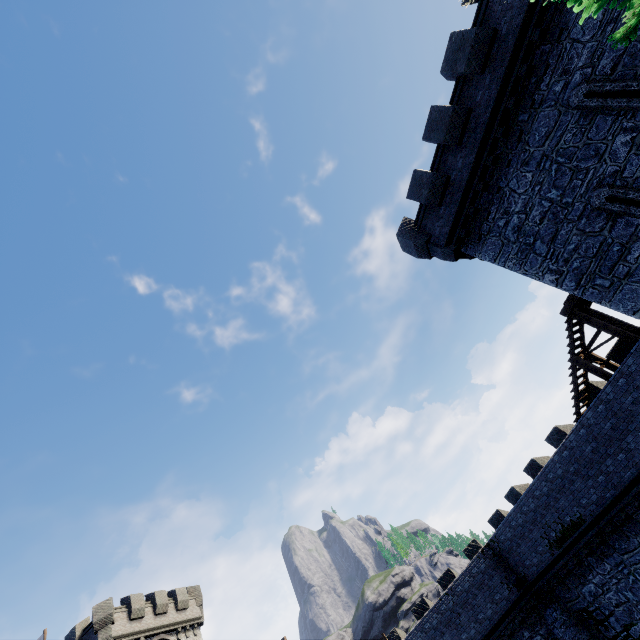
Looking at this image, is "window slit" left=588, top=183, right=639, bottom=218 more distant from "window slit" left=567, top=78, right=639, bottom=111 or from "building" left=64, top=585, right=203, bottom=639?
"building" left=64, top=585, right=203, bottom=639

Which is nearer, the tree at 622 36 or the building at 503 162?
the tree at 622 36

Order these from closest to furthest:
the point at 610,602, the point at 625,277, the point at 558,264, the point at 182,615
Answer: the point at 625,277 → the point at 558,264 → the point at 610,602 → the point at 182,615

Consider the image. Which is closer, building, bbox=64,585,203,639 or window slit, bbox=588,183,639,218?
window slit, bbox=588,183,639,218

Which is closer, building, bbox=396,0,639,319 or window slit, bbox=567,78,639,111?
window slit, bbox=567,78,639,111

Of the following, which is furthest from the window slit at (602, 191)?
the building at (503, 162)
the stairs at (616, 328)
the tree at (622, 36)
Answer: the tree at (622, 36)

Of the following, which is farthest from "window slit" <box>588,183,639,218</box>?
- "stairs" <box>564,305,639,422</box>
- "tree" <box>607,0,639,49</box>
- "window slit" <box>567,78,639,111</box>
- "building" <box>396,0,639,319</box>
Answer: "tree" <box>607,0,639,49</box>

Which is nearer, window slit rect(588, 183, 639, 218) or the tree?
the tree
